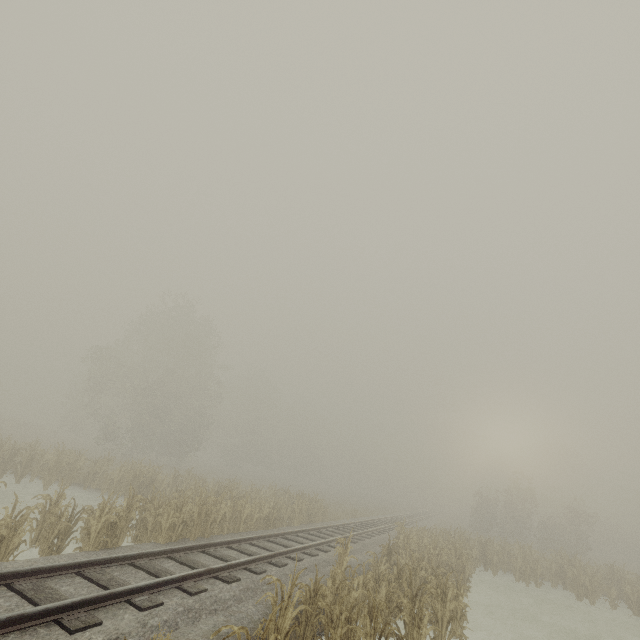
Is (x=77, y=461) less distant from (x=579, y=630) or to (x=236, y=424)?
(x=579, y=630)
